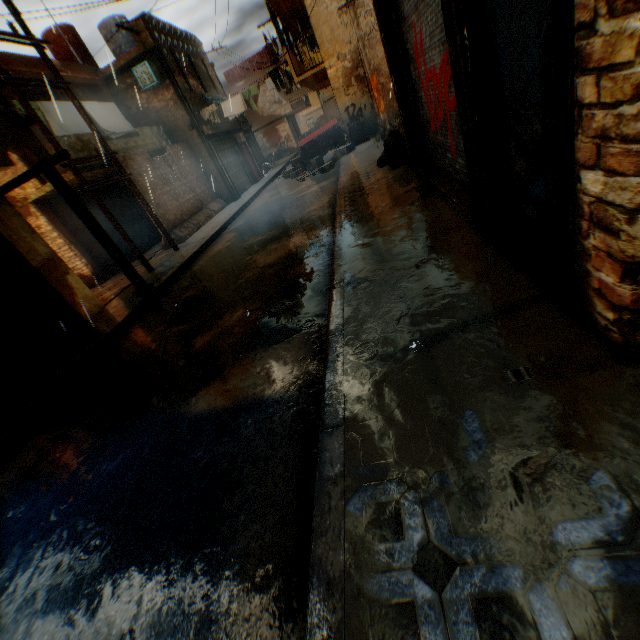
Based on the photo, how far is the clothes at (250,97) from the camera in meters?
15.3 m

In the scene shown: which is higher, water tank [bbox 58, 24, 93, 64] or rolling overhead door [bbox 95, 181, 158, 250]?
water tank [bbox 58, 24, 93, 64]

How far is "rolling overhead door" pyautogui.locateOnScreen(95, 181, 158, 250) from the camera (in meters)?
14.23

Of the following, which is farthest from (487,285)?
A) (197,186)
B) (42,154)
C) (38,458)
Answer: (197,186)

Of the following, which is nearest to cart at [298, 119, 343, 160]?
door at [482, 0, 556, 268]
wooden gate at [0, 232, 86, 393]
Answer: door at [482, 0, 556, 268]

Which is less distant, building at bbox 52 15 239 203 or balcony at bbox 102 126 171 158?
balcony at bbox 102 126 171 158

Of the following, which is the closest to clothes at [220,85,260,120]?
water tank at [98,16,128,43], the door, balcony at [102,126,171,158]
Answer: balcony at [102,126,171,158]

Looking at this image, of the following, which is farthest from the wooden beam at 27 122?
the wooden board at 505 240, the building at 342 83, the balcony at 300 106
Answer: the wooden board at 505 240
